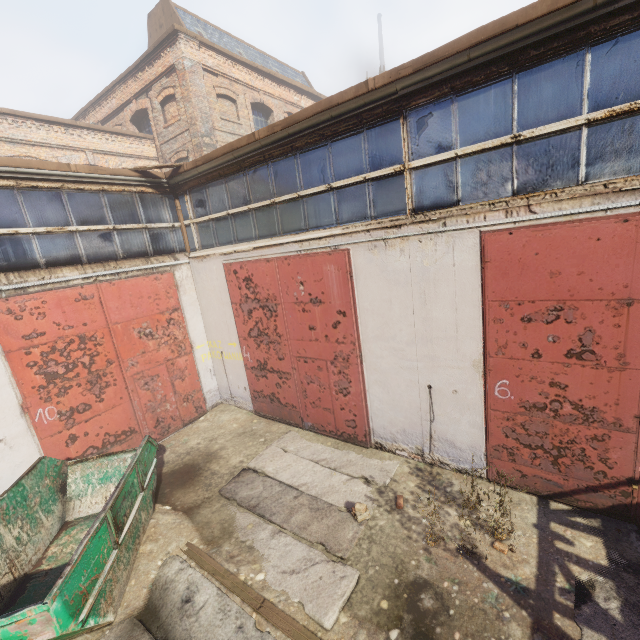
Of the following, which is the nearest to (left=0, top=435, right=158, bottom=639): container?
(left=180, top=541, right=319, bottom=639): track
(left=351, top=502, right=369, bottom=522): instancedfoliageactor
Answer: (left=180, top=541, right=319, bottom=639): track

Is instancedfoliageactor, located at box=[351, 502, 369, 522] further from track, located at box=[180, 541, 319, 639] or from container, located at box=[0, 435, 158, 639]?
container, located at box=[0, 435, 158, 639]

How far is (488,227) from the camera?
4.7m

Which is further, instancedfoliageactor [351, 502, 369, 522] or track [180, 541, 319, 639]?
instancedfoliageactor [351, 502, 369, 522]

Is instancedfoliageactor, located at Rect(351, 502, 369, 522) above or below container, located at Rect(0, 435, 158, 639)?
below

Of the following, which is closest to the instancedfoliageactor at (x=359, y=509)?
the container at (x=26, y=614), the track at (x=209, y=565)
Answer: the track at (x=209, y=565)

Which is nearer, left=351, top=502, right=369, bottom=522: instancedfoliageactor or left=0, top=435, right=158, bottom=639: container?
left=0, top=435, right=158, bottom=639: container

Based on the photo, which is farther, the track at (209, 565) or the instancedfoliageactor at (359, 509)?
the instancedfoliageactor at (359, 509)
